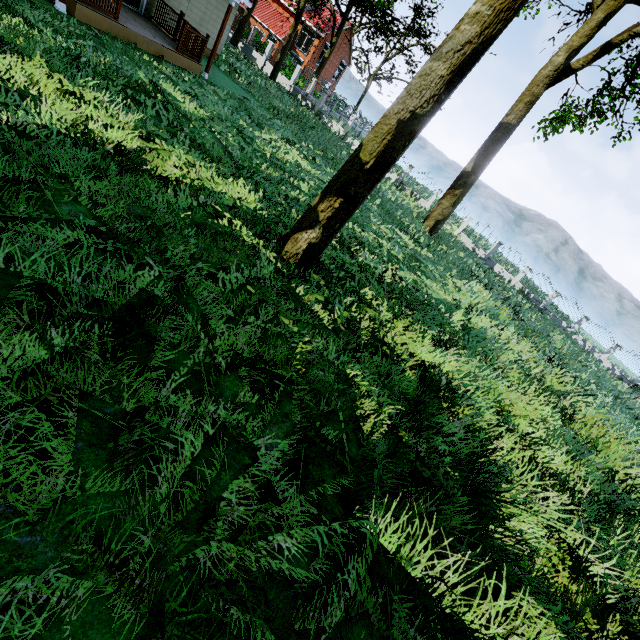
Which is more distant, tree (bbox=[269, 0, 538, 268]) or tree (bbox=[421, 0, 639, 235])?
tree (bbox=[421, 0, 639, 235])

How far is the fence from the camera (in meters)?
27.93

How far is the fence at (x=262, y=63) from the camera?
27.93m

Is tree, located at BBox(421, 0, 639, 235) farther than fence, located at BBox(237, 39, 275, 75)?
No

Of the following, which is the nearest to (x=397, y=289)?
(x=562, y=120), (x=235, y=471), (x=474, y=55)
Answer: → (x=474, y=55)

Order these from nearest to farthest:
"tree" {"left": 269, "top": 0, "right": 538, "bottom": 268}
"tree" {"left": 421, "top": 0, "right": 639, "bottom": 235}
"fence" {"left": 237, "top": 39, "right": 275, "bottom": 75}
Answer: "tree" {"left": 269, "top": 0, "right": 538, "bottom": 268} < "tree" {"left": 421, "top": 0, "right": 639, "bottom": 235} < "fence" {"left": 237, "top": 39, "right": 275, "bottom": 75}

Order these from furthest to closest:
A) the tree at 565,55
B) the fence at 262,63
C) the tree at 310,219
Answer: the fence at 262,63, the tree at 565,55, the tree at 310,219

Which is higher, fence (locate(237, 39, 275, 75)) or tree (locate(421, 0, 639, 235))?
tree (locate(421, 0, 639, 235))
